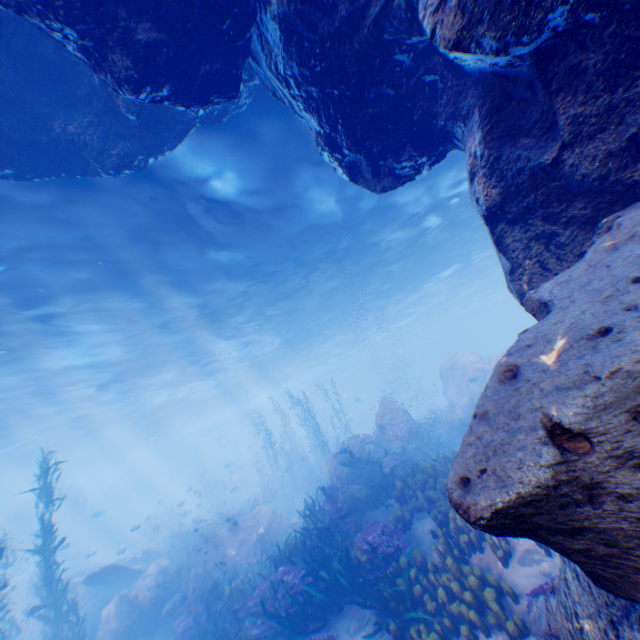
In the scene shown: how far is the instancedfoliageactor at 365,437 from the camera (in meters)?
14.10

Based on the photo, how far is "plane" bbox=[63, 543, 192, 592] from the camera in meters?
15.5 m

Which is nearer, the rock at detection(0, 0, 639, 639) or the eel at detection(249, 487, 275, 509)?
the rock at detection(0, 0, 639, 639)

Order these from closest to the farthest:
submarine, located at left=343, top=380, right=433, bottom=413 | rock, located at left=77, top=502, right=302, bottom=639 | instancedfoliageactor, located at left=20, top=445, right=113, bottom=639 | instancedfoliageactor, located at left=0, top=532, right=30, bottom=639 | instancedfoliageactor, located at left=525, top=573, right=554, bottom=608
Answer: instancedfoliageactor, located at left=525, top=573, right=554, bottom=608 → instancedfoliageactor, located at left=0, top=532, right=30, bottom=639 → instancedfoliageactor, located at left=20, top=445, right=113, bottom=639 → rock, located at left=77, top=502, right=302, bottom=639 → submarine, located at left=343, top=380, right=433, bottom=413

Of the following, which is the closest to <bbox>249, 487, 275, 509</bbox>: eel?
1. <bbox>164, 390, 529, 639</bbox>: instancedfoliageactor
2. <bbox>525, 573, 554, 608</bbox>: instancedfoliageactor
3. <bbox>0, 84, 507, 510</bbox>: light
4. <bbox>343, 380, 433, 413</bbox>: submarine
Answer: <bbox>164, 390, 529, 639</bbox>: instancedfoliageactor

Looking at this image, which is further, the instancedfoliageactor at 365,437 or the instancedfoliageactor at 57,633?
the instancedfoliageactor at 365,437

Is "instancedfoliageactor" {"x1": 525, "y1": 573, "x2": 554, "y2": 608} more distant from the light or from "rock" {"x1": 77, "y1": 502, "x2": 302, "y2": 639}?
the light

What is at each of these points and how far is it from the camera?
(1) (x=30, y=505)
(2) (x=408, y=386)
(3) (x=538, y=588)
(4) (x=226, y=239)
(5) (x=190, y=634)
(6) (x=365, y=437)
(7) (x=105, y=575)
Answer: (1) rock, 34.2m
(2) submarine, 57.8m
(3) instancedfoliageactor, 5.1m
(4) light, 12.9m
(5) instancedfoliageactor, 11.1m
(6) instancedfoliageactor, 18.0m
(7) plane, 15.7m
